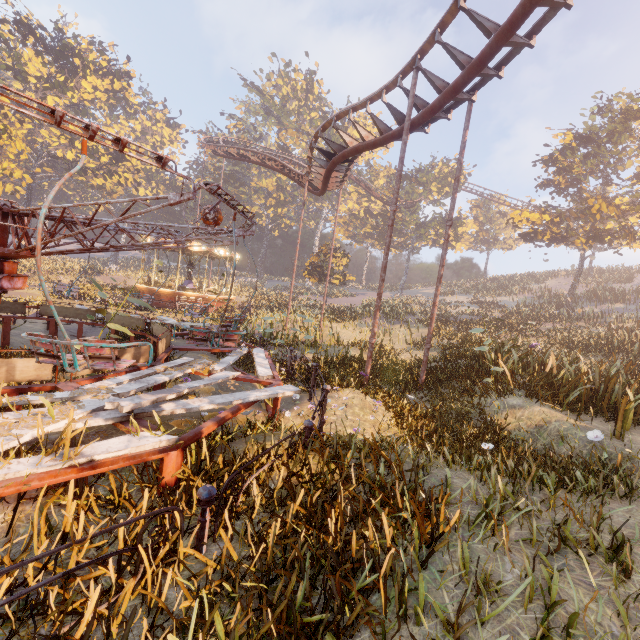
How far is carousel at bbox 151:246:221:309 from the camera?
23.9m

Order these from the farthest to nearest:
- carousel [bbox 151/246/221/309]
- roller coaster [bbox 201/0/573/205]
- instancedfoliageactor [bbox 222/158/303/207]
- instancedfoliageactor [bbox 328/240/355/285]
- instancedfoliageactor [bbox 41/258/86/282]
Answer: instancedfoliageactor [bbox 222/158/303/207], instancedfoliageactor [bbox 328/240/355/285], instancedfoliageactor [bbox 41/258/86/282], carousel [bbox 151/246/221/309], roller coaster [bbox 201/0/573/205]

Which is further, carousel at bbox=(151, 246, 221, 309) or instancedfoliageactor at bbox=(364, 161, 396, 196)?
instancedfoliageactor at bbox=(364, 161, 396, 196)

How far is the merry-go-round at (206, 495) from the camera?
2.77m

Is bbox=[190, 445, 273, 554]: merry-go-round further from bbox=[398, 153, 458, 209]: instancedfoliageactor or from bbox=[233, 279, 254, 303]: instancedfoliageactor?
bbox=[398, 153, 458, 209]: instancedfoliageactor

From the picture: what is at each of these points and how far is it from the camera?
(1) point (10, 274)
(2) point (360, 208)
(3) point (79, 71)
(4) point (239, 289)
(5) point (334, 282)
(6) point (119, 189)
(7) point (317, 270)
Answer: (1) merry-go-round, 6.47m
(2) instancedfoliageactor, 55.75m
(3) instancedfoliageactor, 40.72m
(4) instancedfoliageactor, 39.38m
(5) instancedfoliageactor, 36.47m
(6) instancedfoliageactor, 50.09m
(7) instancedfoliageactor, 35.62m

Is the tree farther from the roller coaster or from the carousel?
the carousel

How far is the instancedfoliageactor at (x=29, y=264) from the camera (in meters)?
33.25
